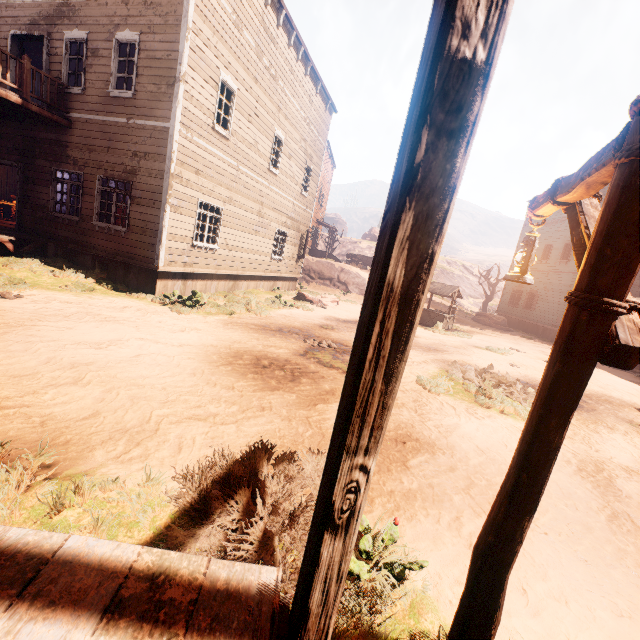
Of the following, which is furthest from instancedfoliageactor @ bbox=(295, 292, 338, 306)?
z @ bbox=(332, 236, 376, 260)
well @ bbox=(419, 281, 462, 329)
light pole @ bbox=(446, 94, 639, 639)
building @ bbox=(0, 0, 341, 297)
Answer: light pole @ bbox=(446, 94, 639, 639)

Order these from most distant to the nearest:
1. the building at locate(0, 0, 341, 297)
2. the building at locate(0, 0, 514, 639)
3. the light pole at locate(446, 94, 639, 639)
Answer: the building at locate(0, 0, 341, 297) → the light pole at locate(446, 94, 639, 639) → the building at locate(0, 0, 514, 639)

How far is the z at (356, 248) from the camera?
51.4m

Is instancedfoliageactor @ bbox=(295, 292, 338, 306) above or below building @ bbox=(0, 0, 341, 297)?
below

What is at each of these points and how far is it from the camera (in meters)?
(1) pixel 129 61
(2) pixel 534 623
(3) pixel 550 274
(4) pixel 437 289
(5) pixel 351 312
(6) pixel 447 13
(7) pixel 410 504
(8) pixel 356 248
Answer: (1) building, 12.30
(2) z, 2.29
(3) building, 24.48
(4) well, 16.92
(5) z, 16.08
(6) building, 0.69
(7) z, 3.25
(8) z, 53.28

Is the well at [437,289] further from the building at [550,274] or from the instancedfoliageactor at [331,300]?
the building at [550,274]

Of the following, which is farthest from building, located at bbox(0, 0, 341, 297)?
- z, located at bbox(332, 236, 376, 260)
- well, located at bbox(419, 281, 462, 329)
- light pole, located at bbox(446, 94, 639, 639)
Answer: well, located at bbox(419, 281, 462, 329)

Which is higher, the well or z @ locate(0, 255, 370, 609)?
the well
